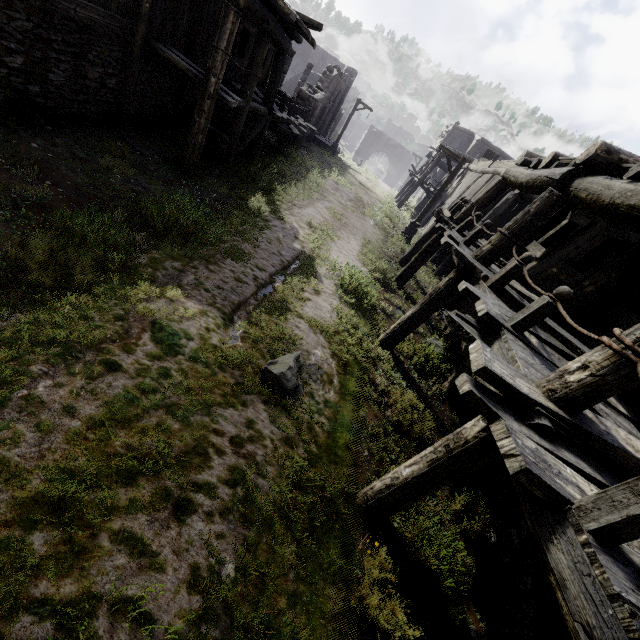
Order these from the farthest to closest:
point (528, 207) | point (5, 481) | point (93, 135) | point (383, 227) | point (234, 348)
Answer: point (383, 227)
point (93, 135)
point (528, 207)
point (234, 348)
point (5, 481)

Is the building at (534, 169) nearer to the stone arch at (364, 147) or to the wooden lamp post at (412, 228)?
the stone arch at (364, 147)

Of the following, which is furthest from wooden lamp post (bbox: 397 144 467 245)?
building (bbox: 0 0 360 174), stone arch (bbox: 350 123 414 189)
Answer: stone arch (bbox: 350 123 414 189)

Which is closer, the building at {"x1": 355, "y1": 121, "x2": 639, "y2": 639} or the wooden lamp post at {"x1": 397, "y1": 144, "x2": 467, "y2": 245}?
the building at {"x1": 355, "y1": 121, "x2": 639, "y2": 639}

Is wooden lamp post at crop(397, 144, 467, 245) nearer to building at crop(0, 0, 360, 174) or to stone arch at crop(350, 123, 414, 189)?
building at crop(0, 0, 360, 174)

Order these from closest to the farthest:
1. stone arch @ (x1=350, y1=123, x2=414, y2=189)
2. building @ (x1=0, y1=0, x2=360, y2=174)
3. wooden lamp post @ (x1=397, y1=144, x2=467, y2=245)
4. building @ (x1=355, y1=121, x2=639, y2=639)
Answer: building @ (x1=355, y1=121, x2=639, y2=639) < building @ (x1=0, y1=0, x2=360, y2=174) < wooden lamp post @ (x1=397, y1=144, x2=467, y2=245) < stone arch @ (x1=350, y1=123, x2=414, y2=189)

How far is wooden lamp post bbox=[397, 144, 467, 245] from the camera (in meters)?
15.47

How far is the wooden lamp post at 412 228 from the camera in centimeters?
1547cm
